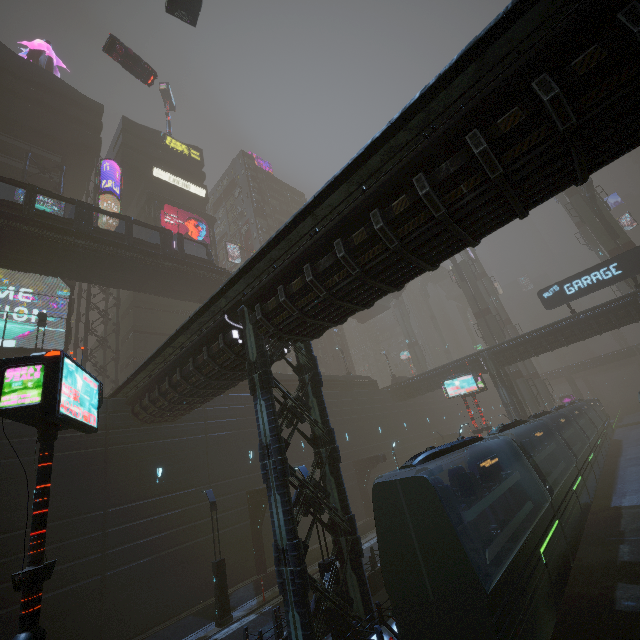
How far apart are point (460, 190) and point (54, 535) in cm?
2213

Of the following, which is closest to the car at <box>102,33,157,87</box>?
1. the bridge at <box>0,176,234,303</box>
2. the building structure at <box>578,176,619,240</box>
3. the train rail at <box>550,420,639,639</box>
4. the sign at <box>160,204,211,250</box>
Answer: the sign at <box>160,204,211,250</box>

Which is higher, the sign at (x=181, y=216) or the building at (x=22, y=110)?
the building at (x=22, y=110)

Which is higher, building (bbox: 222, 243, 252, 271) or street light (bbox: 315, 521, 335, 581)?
building (bbox: 222, 243, 252, 271)

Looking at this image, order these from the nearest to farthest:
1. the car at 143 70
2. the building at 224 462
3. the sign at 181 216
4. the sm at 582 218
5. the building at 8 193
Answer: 1. the building at 224 462
2. the car at 143 70
3. the building at 8 193
4. the sm at 582 218
5. the sign at 181 216

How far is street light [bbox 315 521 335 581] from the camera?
10.8 meters

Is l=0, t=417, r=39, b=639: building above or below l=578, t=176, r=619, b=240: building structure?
below

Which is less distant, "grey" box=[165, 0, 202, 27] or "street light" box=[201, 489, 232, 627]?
"street light" box=[201, 489, 232, 627]
